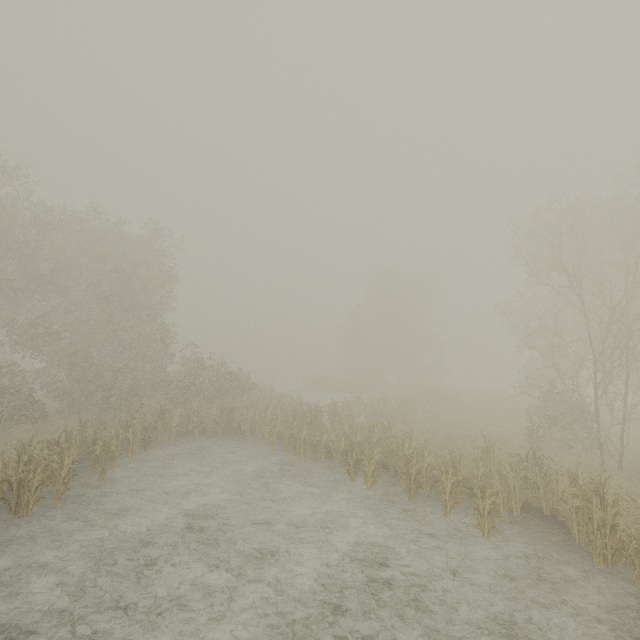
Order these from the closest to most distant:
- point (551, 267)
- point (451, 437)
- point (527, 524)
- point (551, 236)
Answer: point (527, 524), point (551, 267), point (551, 236), point (451, 437)
